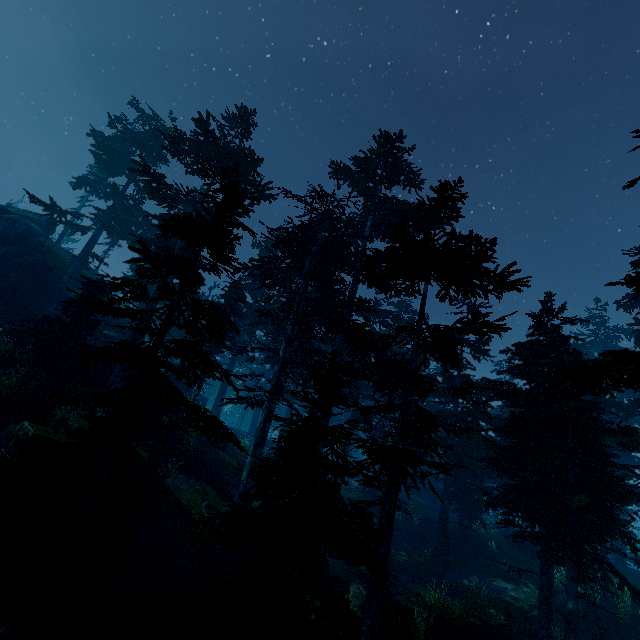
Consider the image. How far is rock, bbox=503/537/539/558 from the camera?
22.8 meters

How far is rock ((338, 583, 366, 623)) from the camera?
10.7m

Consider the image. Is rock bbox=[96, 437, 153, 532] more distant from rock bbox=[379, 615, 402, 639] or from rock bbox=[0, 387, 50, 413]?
rock bbox=[379, 615, 402, 639]

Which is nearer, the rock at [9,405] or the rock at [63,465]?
the rock at [63,465]

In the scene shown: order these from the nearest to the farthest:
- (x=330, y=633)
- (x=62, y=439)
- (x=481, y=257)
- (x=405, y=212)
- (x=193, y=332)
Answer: (x=330, y=633) → (x=193, y=332) → (x=481, y=257) → (x=62, y=439) → (x=405, y=212)

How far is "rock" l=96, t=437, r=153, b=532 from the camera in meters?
11.1 m

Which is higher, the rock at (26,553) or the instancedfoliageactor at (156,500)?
the instancedfoliageactor at (156,500)

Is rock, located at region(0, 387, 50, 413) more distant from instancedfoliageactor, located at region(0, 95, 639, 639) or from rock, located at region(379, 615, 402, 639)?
rock, located at region(379, 615, 402, 639)
